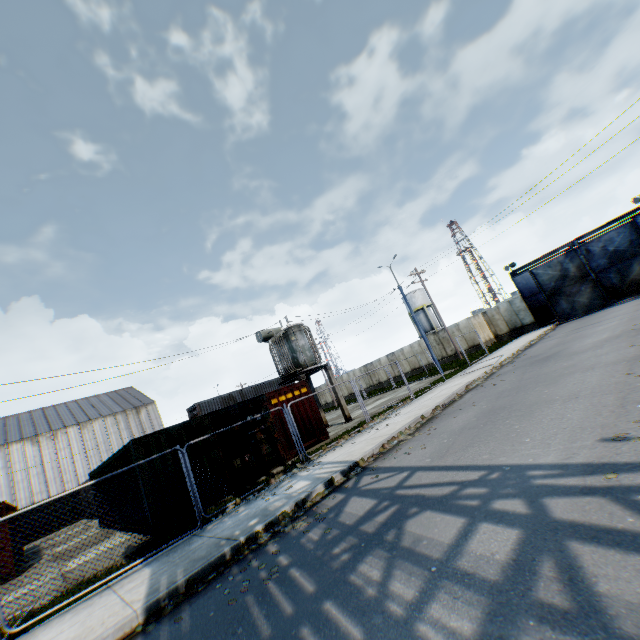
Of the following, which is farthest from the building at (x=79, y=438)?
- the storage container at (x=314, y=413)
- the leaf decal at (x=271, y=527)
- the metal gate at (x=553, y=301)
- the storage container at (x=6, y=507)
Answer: the metal gate at (x=553, y=301)

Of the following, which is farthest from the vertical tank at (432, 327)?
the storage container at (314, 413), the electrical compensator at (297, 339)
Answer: the storage container at (314, 413)

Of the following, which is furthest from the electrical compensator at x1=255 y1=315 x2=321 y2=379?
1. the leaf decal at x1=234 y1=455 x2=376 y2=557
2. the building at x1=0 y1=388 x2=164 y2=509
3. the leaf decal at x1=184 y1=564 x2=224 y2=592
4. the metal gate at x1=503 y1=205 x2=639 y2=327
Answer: the building at x1=0 y1=388 x2=164 y2=509

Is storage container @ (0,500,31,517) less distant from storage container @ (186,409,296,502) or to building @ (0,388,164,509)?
storage container @ (186,409,296,502)

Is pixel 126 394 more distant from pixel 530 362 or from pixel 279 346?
pixel 530 362

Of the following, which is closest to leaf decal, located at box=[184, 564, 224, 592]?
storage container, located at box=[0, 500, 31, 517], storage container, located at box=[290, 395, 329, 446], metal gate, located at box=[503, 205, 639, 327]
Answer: storage container, located at box=[290, 395, 329, 446]

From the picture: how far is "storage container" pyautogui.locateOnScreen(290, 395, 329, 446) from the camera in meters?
14.5 m

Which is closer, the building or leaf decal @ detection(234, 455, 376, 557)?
leaf decal @ detection(234, 455, 376, 557)
